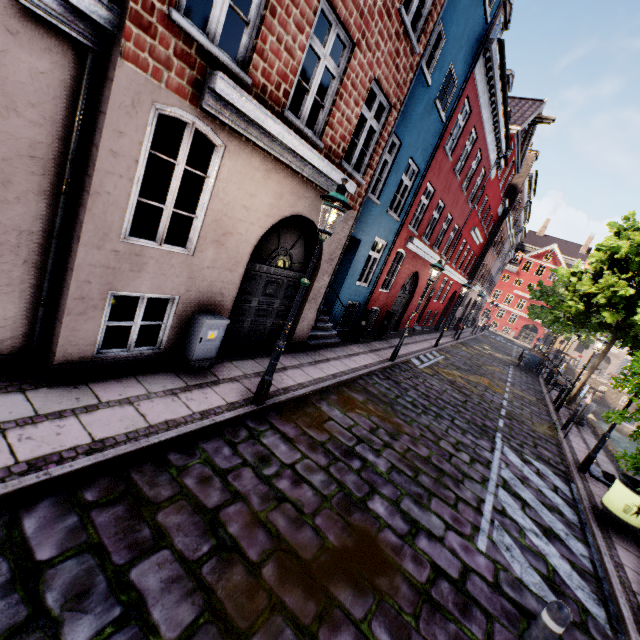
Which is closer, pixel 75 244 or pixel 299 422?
pixel 75 244

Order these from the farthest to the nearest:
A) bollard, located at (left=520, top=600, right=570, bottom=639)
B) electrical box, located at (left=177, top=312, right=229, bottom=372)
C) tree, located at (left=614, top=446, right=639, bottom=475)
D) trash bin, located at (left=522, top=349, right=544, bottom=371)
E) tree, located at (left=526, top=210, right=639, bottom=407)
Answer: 1. trash bin, located at (left=522, top=349, right=544, bottom=371)
2. tree, located at (left=526, top=210, right=639, bottom=407)
3. electrical box, located at (left=177, top=312, right=229, bottom=372)
4. tree, located at (left=614, top=446, right=639, bottom=475)
5. bollard, located at (left=520, top=600, right=570, bottom=639)

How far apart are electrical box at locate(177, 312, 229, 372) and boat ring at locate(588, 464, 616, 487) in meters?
Result: 10.3

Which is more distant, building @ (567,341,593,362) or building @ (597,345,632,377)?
building @ (567,341,593,362)

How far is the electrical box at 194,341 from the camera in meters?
5.6 m

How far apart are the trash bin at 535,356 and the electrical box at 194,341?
25.3m

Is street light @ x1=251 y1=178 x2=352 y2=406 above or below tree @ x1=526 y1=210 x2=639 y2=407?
below

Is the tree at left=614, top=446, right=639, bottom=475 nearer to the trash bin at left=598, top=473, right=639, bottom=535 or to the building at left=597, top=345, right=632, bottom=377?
the trash bin at left=598, top=473, right=639, bottom=535
